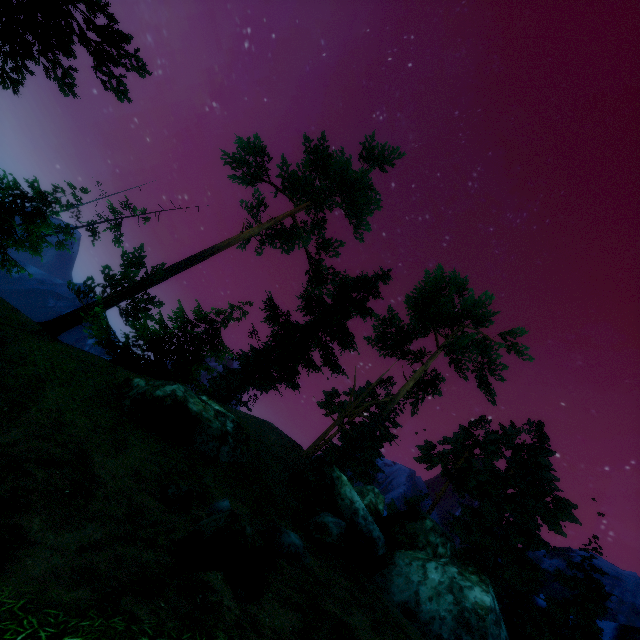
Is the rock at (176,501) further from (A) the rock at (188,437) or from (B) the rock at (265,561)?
(A) the rock at (188,437)

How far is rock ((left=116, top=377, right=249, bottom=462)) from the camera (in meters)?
11.67

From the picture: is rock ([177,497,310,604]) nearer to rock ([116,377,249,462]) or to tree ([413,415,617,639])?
rock ([116,377,249,462])

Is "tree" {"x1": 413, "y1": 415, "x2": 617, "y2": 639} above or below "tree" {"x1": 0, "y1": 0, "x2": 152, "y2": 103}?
above

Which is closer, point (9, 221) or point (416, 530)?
point (416, 530)

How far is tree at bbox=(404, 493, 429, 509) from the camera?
26.8m

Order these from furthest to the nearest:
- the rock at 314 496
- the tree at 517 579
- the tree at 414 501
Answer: the tree at 414 501, the tree at 517 579, the rock at 314 496

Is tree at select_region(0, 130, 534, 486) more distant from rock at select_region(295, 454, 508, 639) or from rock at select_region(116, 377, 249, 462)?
rock at select_region(116, 377, 249, 462)
